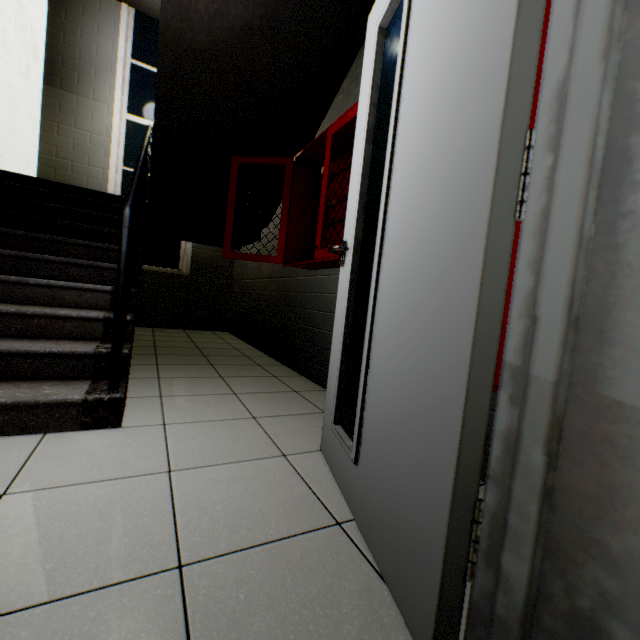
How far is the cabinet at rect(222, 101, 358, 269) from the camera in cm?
237

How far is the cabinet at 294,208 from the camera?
2.4m

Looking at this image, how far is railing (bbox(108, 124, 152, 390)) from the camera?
1.63m

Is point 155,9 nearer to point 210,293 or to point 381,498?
point 210,293

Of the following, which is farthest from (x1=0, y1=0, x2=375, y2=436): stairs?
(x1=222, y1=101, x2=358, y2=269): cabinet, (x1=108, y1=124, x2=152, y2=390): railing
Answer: (x1=222, y1=101, x2=358, y2=269): cabinet

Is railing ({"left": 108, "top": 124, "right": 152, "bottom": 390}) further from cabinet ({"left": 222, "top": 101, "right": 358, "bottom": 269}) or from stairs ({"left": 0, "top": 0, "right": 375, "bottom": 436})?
cabinet ({"left": 222, "top": 101, "right": 358, "bottom": 269})

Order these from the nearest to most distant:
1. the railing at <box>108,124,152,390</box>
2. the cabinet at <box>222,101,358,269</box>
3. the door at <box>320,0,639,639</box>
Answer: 1. the door at <box>320,0,639,639</box>
2. the railing at <box>108,124,152,390</box>
3. the cabinet at <box>222,101,358,269</box>

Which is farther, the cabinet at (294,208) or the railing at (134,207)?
the cabinet at (294,208)
